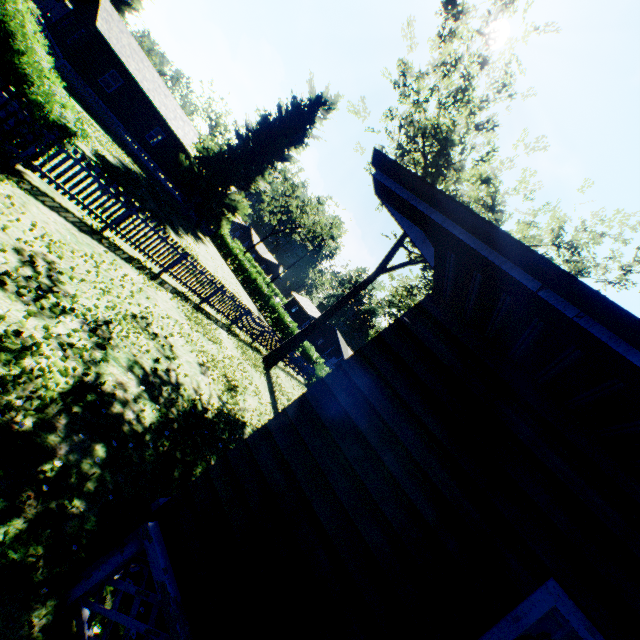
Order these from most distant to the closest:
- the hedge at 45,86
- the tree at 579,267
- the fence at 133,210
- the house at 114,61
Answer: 1. the house at 114,61
2. the tree at 579,267
3. the fence at 133,210
4. the hedge at 45,86

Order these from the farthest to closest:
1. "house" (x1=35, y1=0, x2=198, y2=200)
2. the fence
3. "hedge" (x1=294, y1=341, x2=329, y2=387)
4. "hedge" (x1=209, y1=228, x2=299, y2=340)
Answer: "hedge" (x1=209, y1=228, x2=299, y2=340), "hedge" (x1=294, y1=341, x2=329, y2=387), "house" (x1=35, y1=0, x2=198, y2=200), the fence

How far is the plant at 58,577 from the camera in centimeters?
277cm

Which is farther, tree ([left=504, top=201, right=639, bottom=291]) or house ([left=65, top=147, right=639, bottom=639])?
tree ([left=504, top=201, right=639, bottom=291])

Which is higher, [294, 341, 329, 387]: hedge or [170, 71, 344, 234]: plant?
[170, 71, 344, 234]: plant

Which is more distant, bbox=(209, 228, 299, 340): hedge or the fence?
bbox=(209, 228, 299, 340): hedge

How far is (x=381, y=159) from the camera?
2.3 meters

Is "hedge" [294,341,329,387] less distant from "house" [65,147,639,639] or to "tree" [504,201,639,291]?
"house" [65,147,639,639]
